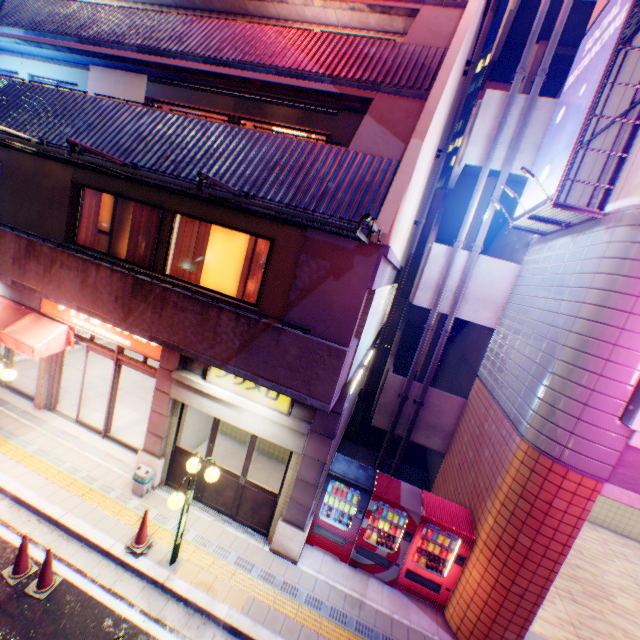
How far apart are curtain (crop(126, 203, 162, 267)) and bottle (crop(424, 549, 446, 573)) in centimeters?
949cm

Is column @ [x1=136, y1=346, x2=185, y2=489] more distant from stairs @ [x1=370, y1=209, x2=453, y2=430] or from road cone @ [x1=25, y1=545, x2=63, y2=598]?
stairs @ [x1=370, y1=209, x2=453, y2=430]

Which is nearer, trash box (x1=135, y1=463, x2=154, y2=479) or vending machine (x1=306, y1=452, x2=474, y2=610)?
vending machine (x1=306, y1=452, x2=474, y2=610)

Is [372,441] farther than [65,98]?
Yes

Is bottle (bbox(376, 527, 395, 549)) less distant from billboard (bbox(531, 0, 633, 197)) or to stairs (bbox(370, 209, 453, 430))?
stairs (bbox(370, 209, 453, 430))

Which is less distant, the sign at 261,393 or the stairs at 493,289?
the sign at 261,393

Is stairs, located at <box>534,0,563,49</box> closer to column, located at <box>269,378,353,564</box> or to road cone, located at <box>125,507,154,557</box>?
column, located at <box>269,378,353,564</box>

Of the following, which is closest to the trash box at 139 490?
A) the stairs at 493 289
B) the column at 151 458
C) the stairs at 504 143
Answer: the column at 151 458
